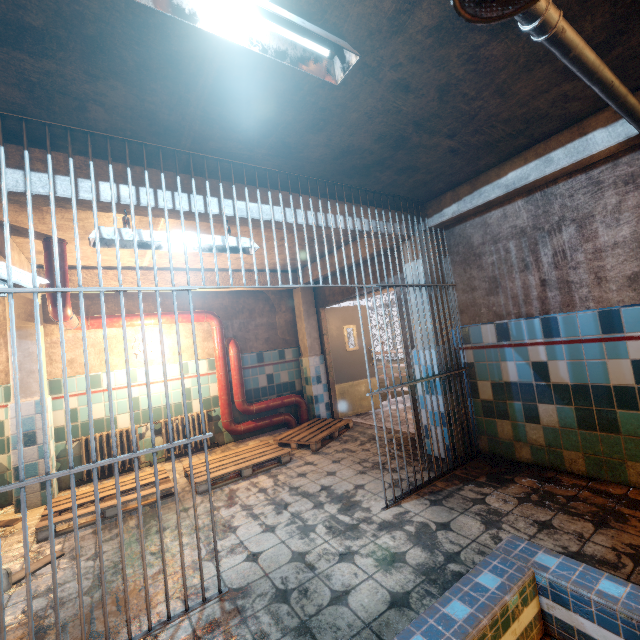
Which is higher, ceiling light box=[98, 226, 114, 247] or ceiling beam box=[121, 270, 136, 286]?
ceiling beam box=[121, 270, 136, 286]

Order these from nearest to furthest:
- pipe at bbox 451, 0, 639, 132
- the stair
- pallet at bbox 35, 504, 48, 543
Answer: pipe at bbox 451, 0, 639, 132 < pallet at bbox 35, 504, 48, 543 < the stair

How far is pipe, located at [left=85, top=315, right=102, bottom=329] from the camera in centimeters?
448cm

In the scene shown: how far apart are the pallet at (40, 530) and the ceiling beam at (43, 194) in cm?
254

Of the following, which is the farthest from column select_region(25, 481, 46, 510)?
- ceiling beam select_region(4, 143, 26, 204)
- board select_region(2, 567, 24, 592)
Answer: board select_region(2, 567, 24, 592)

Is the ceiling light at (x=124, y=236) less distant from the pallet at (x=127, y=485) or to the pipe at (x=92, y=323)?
the pipe at (x=92, y=323)

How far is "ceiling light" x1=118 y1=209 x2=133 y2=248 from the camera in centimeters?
221cm

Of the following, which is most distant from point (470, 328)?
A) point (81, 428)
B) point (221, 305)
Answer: point (81, 428)
